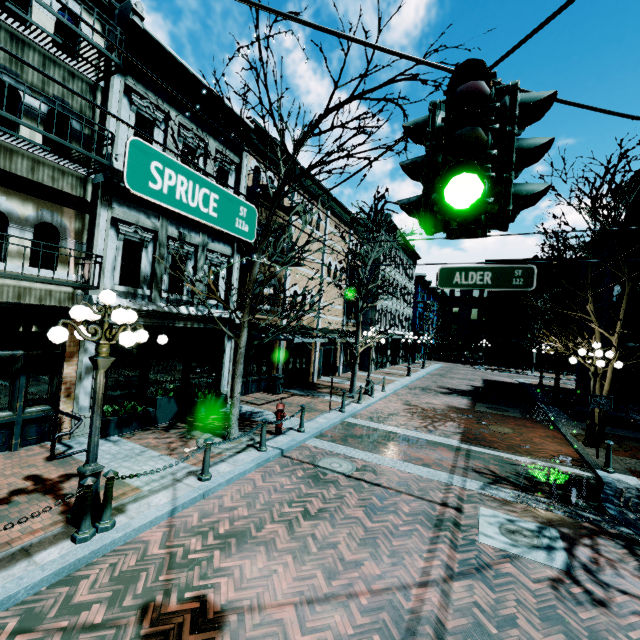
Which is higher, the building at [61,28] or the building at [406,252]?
the building at [406,252]

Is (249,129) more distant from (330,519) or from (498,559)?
(498,559)

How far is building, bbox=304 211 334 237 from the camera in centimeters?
1902cm

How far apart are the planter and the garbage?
5.0m

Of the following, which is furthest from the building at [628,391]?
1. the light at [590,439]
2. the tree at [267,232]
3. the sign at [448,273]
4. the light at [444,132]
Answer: the light at [444,132]

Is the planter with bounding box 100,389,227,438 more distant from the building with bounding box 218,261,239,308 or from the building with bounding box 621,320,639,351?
the building with bounding box 621,320,639,351

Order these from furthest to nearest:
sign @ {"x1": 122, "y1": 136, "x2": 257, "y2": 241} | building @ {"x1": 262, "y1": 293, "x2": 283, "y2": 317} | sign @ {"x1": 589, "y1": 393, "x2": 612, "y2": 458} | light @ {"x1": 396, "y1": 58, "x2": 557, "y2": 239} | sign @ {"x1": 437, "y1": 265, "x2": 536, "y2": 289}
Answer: building @ {"x1": 262, "y1": 293, "x2": 283, "y2": 317}, sign @ {"x1": 589, "y1": 393, "x2": 612, "y2": 458}, sign @ {"x1": 437, "y1": 265, "x2": 536, "y2": 289}, sign @ {"x1": 122, "y1": 136, "x2": 257, "y2": 241}, light @ {"x1": 396, "y1": 58, "x2": 557, "y2": 239}

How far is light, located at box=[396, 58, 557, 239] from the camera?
1.9 meters
